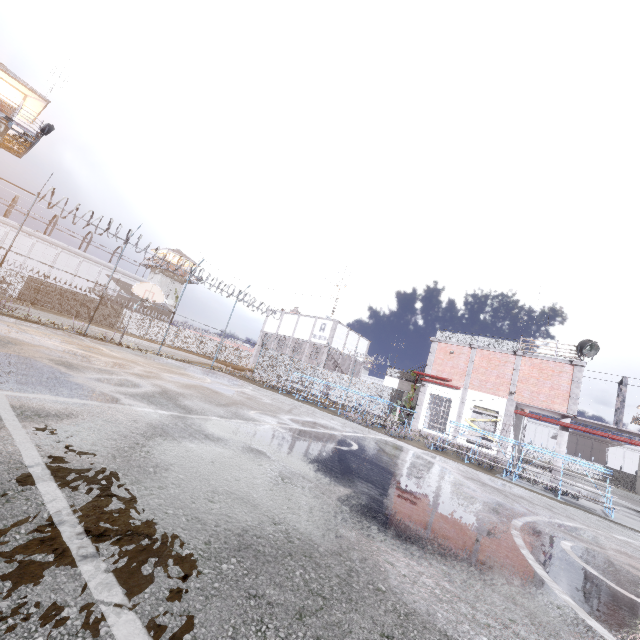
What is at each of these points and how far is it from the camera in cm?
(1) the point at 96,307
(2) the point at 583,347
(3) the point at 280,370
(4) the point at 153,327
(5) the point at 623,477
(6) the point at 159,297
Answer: (1) fence, 1675
(2) spotlight, 1916
(3) fence, 2822
(4) fence, 4334
(5) fence, 5791
(6) basketball hoop, 1786

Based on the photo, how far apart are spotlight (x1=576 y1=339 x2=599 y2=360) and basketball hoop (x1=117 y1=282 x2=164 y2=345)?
24.59m

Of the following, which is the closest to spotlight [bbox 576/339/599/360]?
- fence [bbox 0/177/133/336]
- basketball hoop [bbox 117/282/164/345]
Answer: fence [bbox 0/177/133/336]

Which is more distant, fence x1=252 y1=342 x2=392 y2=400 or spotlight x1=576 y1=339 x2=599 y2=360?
fence x1=252 y1=342 x2=392 y2=400

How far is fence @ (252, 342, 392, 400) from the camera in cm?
2652

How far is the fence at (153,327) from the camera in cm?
2082

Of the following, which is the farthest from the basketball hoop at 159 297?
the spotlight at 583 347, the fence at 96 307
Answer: the spotlight at 583 347
